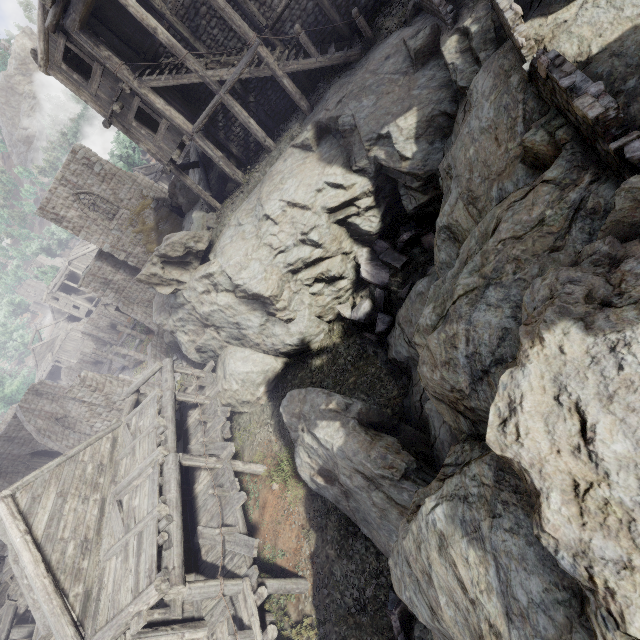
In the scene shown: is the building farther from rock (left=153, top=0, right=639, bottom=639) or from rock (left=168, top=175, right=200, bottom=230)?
rock (left=168, top=175, right=200, bottom=230)

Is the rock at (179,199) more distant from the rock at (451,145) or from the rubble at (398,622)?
the rubble at (398,622)

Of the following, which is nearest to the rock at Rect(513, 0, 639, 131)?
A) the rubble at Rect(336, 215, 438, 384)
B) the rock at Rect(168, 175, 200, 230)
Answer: the rubble at Rect(336, 215, 438, 384)

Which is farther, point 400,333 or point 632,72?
point 400,333

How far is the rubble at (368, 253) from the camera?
11.64m

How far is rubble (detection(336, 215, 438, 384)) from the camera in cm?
1164

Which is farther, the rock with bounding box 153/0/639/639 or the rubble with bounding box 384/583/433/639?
the rubble with bounding box 384/583/433/639

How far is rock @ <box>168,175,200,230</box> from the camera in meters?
24.6
